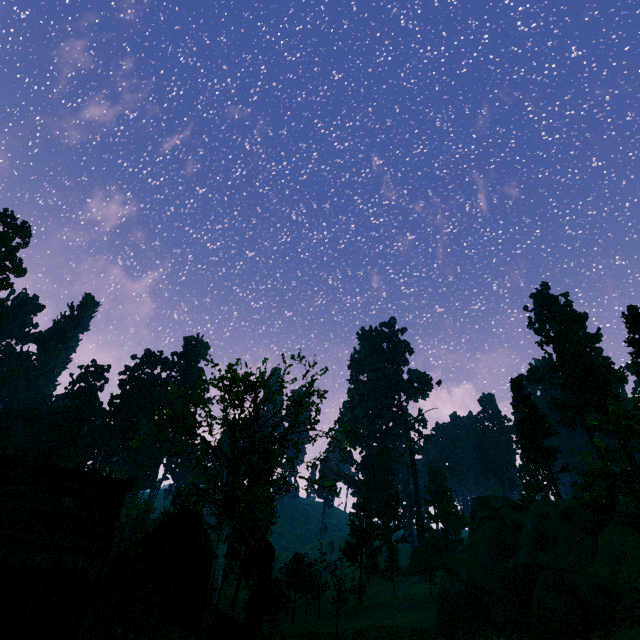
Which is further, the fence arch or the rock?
the rock

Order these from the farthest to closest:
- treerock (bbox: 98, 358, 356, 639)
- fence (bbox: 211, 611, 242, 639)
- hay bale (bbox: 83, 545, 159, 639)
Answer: treerock (bbox: 98, 358, 356, 639)
hay bale (bbox: 83, 545, 159, 639)
fence (bbox: 211, 611, 242, 639)

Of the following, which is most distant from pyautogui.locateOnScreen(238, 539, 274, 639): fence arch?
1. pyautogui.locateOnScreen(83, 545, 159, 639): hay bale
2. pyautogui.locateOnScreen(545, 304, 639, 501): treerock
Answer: pyautogui.locateOnScreen(83, 545, 159, 639): hay bale

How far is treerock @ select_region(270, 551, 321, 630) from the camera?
29.4 meters

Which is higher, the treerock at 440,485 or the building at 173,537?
the treerock at 440,485

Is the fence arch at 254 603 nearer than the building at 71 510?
Yes

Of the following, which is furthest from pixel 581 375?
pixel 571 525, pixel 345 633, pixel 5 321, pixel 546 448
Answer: pixel 5 321

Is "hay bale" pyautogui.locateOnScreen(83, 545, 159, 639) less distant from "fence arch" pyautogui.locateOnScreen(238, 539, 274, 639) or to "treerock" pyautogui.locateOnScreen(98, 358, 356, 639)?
"treerock" pyautogui.locateOnScreen(98, 358, 356, 639)
